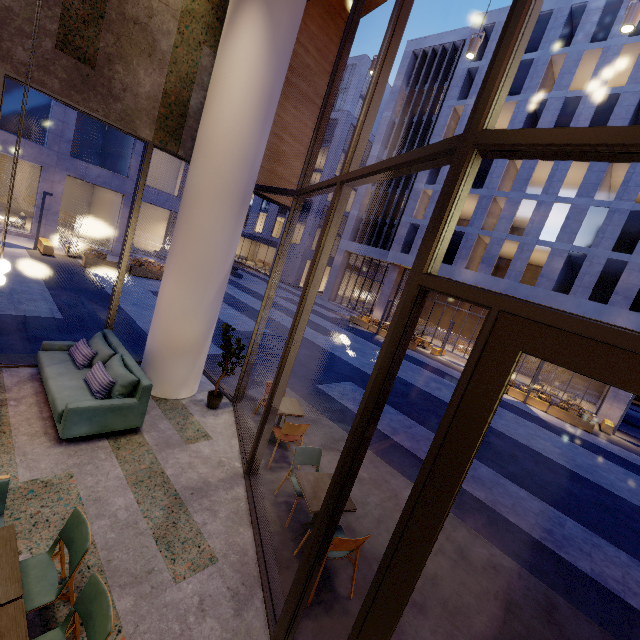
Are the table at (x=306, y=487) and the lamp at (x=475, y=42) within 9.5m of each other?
yes

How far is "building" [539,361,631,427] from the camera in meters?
19.7 m

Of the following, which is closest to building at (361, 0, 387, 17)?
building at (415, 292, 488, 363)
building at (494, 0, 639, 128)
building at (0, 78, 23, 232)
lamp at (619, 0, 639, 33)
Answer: lamp at (619, 0, 639, 33)

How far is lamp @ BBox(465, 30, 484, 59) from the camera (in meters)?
5.11

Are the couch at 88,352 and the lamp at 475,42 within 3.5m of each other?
no

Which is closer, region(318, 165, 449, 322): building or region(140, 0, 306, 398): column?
region(140, 0, 306, 398): column

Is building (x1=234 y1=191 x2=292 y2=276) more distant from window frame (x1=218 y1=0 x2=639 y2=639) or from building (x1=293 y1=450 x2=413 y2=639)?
window frame (x1=218 y1=0 x2=639 y2=639)

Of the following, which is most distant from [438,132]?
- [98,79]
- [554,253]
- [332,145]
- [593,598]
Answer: [593,598]
